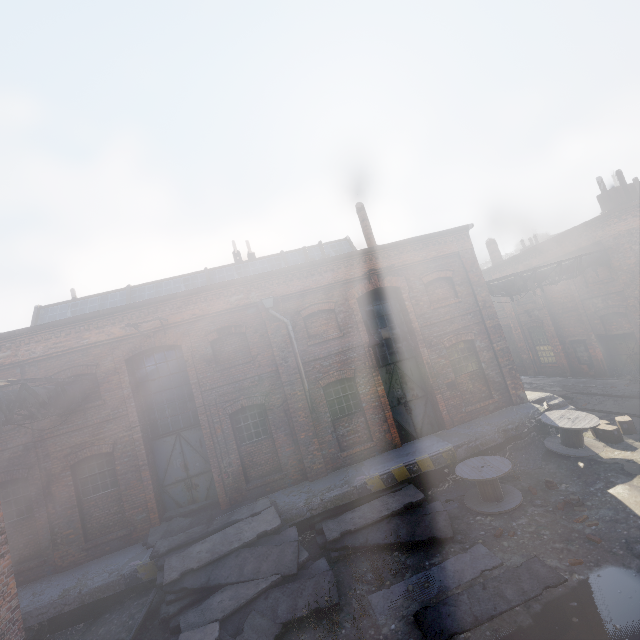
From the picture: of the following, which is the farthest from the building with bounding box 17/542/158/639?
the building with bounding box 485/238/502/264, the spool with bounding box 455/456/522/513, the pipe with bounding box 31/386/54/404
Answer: the building with bounding box 485/238/502/264

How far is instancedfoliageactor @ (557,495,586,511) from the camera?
7.8 meters

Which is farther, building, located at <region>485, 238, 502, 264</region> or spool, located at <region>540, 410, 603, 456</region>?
building, located at <region>485, 238, 502, 264</region>

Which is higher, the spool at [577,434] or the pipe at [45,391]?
the pipe at [45,391]

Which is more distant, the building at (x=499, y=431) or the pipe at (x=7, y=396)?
the building at (x=499, y=431)

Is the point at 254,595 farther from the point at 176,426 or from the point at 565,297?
the point at 565,297

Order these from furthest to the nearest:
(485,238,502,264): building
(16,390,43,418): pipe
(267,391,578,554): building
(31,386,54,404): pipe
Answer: (485,238,502,264): building < (267,391,578,554): building < (31,386,54,404): pipe < (16,390,43,418): pipe

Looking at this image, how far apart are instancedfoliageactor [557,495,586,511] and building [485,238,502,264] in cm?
1934
